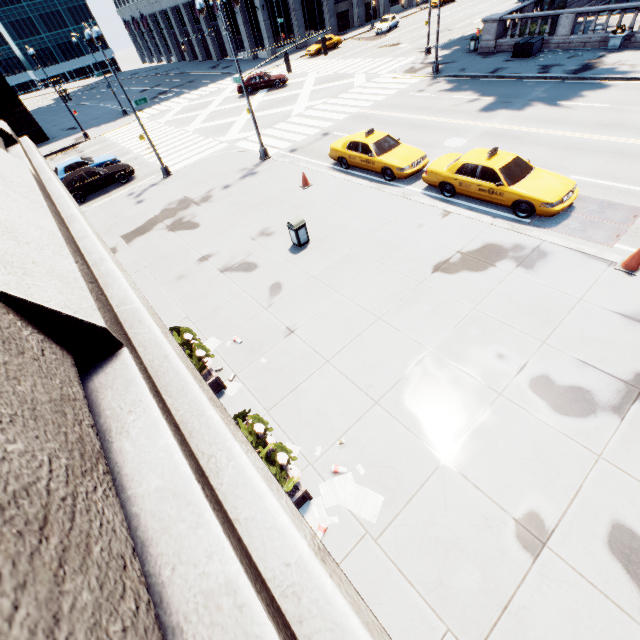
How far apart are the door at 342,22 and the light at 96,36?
47.0 meters

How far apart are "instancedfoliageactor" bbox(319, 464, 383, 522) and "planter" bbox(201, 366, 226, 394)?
3.48m

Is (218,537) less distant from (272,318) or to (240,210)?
(272,318)

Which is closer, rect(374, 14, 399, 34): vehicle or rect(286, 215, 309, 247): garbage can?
rect(286, 215, 309, 247): garbage can

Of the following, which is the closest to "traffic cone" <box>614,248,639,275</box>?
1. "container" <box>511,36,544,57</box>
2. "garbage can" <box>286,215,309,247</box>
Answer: "garbage can" <box>286,215,309,247</box>

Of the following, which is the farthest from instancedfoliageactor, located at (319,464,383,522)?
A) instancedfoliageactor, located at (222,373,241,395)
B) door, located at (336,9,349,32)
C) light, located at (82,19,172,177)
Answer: door, located at (336,9,349,32)

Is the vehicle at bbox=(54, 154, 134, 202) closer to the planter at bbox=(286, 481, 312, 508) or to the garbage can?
the garbage can

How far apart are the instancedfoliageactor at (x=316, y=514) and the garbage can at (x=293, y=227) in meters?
8.2
